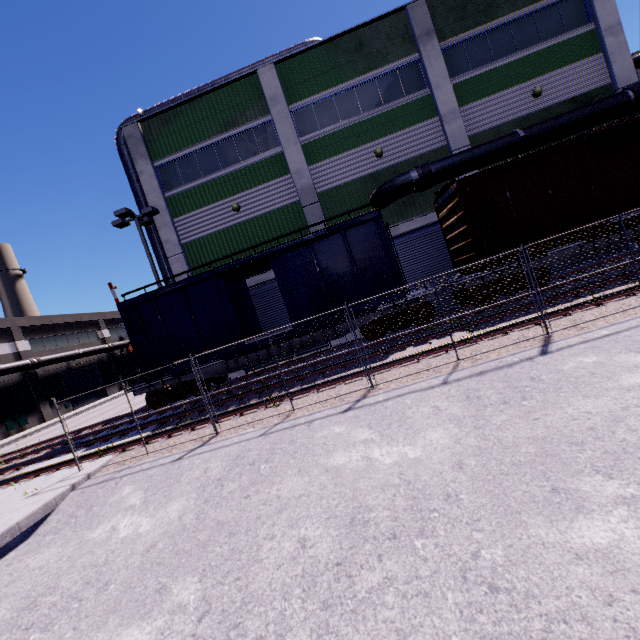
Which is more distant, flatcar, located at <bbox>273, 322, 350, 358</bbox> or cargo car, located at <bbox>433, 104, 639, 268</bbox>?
flatcar, located at <bbox>273, 322, 350, 358</bbox>

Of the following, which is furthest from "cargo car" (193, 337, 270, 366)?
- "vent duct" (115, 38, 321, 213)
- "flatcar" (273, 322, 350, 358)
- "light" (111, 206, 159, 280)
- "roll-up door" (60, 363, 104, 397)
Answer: "roll-up door" (60, 363, 104, 397)

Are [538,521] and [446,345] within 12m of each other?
yes

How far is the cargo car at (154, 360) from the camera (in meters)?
11.98

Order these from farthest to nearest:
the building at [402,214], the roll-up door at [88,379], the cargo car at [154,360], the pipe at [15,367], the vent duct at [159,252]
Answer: the roll-up door at [88,379], the pipe at [15,367], the vent duct at [159,252], the building at [402,214], the cargo car at [154,360]

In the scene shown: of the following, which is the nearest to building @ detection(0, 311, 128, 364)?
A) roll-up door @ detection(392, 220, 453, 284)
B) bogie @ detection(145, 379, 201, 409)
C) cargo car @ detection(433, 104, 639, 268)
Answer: roll-up door @ detection(392, 220, 453, 284)

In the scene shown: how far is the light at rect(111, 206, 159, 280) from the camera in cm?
1608

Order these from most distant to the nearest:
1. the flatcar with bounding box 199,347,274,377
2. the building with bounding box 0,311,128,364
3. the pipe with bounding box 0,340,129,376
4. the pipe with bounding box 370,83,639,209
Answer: the building with bounding box 0,311,128,364, the pipe with bounding box 0,340,129,376, the pipe with bounding box 370,83,639,209, the flatcar with bounding box 199,347,274,377
